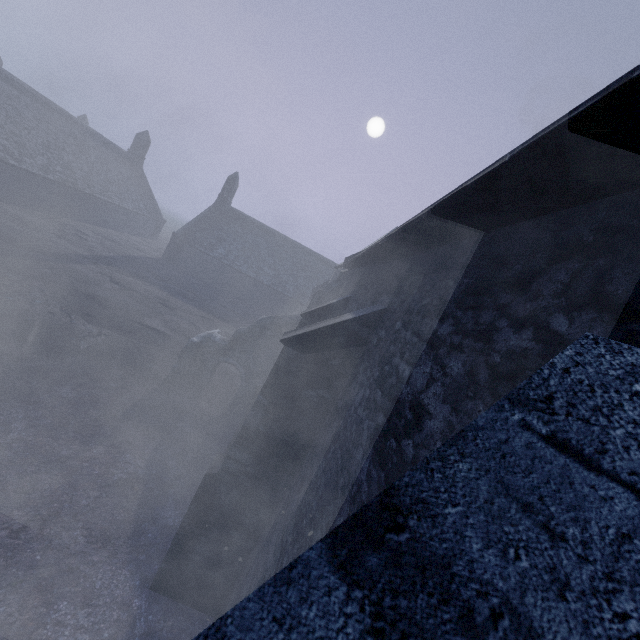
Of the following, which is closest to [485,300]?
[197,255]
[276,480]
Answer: [276,480]

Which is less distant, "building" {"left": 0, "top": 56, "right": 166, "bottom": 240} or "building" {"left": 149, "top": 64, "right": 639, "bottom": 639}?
"building" {"left": 149, "top": 64, "right": 639, "bottom": 639}

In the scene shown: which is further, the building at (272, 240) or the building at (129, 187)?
the building at (129, 187)
